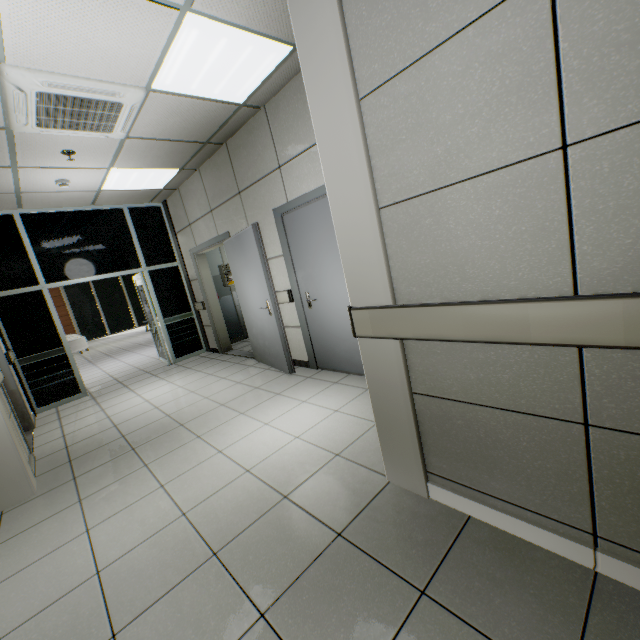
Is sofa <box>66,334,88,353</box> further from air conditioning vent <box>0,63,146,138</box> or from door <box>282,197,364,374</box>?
door <box>282,197,364,374</box>

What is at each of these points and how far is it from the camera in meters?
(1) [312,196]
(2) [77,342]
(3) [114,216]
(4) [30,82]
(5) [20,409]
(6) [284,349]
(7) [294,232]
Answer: (1) doorway, 3.5
(2) sofa, 11.6
(3) doorway, 6.1
(4) air conditioning vent, 2.5
(5) door, 4.5
(6) door, 4.3
(7) door, 3.9

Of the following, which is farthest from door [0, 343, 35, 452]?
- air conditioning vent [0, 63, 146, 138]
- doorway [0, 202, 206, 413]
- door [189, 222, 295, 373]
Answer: door [189, 222, 295, 373]

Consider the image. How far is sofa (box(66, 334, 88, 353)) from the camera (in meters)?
11.48

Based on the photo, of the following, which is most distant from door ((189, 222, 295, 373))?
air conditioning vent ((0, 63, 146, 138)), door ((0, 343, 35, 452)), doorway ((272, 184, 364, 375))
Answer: door ((0, 343, 35, 452))

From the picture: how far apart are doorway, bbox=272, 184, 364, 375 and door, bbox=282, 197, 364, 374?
0.0m

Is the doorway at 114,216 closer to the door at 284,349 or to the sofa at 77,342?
the door at 284,349

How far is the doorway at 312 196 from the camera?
3.56m
